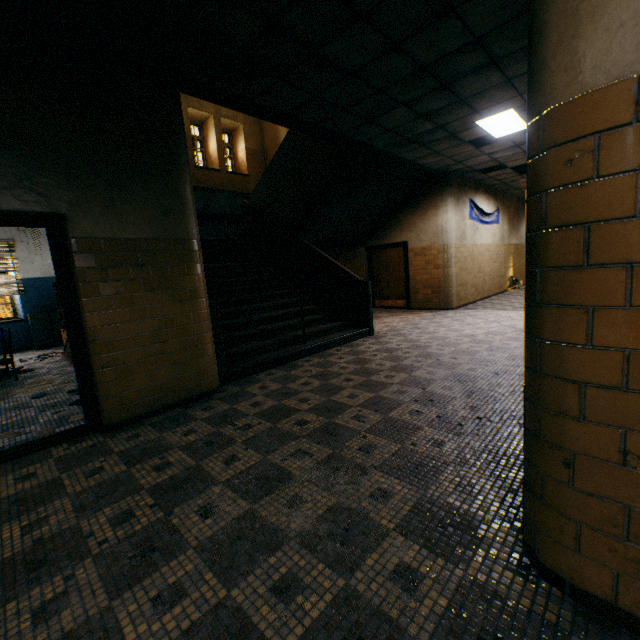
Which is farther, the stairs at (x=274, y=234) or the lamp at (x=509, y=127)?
the lamp at (x=509, y=127)

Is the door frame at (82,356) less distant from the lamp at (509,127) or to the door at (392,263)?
the lamp at (509,127)

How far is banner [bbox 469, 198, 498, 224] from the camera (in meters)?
10.27

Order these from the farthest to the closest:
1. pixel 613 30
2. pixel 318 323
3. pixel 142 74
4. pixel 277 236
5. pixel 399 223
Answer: pixel 399 223
pixel 277 236
pixel 318 323
pixel 142 74
pixel 613 30

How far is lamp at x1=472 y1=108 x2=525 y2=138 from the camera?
5.8 meters

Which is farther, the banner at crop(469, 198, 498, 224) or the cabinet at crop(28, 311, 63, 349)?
the banner at crop(469, 198, 498, 224)

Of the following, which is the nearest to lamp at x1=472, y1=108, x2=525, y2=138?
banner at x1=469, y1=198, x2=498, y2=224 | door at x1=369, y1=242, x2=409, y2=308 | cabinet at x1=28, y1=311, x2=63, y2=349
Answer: banner at x1=469, y1=198, x2=498, y2=224

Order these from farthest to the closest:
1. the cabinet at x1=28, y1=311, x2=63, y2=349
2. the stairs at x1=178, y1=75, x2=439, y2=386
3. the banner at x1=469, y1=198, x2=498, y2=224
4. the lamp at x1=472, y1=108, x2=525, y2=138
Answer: the banner at x1=469, y1=198, x2=498, y2=224 < the cabinet at x1=28, y1=311, x2=63, y2=349 < the lamp at x1=472, y1=108, x2=525, y2=138 < the stairs at x1=178, y1=75, x2=439, y2=386
